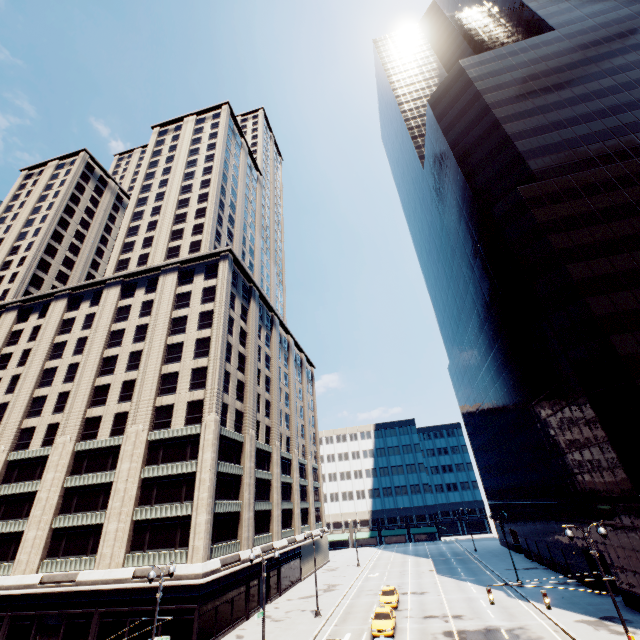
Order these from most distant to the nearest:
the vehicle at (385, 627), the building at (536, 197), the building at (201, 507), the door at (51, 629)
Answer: the building at (201, 507)
the door at (51, 629)
the building at (536, 197)
the vehicle at (385, 627)

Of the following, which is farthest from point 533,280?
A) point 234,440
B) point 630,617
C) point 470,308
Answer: point 234,440

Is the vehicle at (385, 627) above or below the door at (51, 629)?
below

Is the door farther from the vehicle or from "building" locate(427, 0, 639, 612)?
"building" locate(427, 0, 639, 612)

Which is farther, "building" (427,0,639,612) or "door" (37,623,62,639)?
"door" (37,623,62,639)

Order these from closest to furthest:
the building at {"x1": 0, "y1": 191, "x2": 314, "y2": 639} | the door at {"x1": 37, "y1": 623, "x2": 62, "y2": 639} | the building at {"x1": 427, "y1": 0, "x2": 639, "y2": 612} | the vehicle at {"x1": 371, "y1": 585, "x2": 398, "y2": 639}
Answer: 1. the vehicle at {"x1": 371, "y1": 585, "x2": 398, "y2": 639}
2. the building at {"x1": 427, "y1": 0, "x2": 639, "y2": 612}
3. the door at {"x1": 37, "y1": 623, "x2": 62, "y2": 639}
4. the building at {"x1": 0, "y1": 191, "x2": 314, "y2": 639}

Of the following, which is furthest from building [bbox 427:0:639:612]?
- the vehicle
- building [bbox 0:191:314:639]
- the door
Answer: the door
